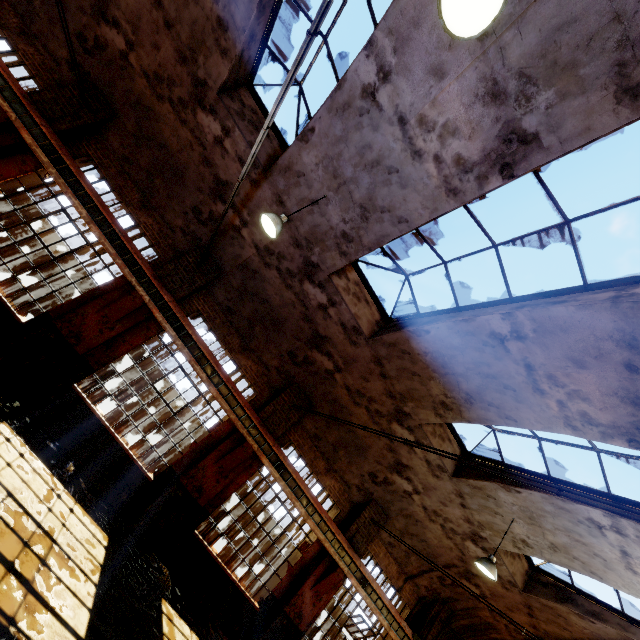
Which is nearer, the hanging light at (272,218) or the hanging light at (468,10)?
the hanging light at (468,10)

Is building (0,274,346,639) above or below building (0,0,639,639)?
below

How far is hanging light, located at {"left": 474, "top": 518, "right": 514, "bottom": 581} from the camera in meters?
8.0 m

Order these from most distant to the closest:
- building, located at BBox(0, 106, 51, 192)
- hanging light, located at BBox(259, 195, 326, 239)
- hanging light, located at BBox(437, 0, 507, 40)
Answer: building, located at BBox(0, 106, 51, 192), hanging light, located at BBox(259, 195, 326, 239), hanging light, located at BBox(437, 0, 507, 40)

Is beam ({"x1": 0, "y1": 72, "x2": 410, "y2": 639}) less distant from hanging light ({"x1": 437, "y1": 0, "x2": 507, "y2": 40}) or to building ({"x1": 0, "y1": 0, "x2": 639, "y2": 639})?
building ({"x1": 0, "y1": 0, "x2": 639, "y2": 639})

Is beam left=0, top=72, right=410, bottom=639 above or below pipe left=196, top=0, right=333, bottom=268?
below

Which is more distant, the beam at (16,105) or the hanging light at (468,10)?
the beam at (16,105)

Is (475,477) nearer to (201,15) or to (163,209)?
(163,209)
